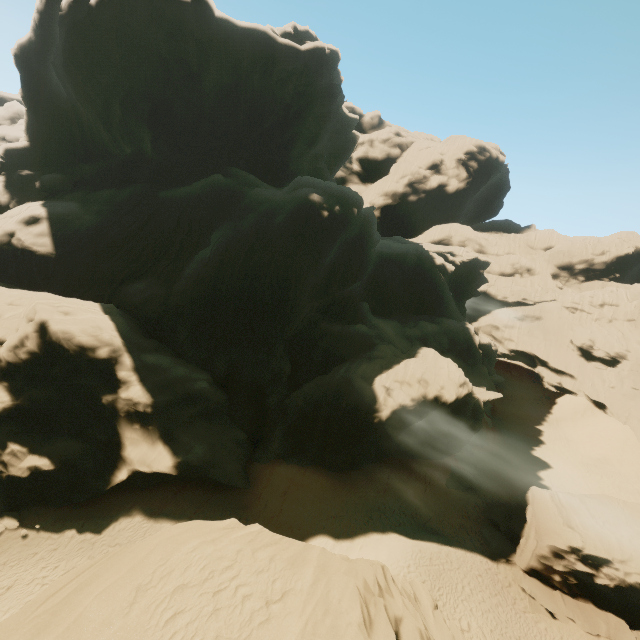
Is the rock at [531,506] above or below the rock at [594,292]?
below

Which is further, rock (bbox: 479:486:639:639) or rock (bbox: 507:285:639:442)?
rock (bbox: 507:285:639:442)

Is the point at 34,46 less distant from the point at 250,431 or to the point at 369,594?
the point at 250,431

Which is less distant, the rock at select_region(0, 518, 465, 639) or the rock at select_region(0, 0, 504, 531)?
the rock at select_region(0, 518, 465, 639)

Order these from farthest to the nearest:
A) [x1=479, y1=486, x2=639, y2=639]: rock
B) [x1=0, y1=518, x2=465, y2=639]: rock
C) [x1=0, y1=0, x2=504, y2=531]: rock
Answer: [x1=0, y1=0, x2=504, y2=531]: rock < [x1=479, y1=486, x2=639, y2=639]: rock < [x1=0, y1=518, x2=465, y2=639]: rock

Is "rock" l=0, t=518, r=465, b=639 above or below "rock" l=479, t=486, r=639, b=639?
above

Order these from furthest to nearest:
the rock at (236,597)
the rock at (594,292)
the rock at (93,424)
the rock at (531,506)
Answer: the rock at (594,292) → the rock at (93,424) → the rock at (531,506) → the rock at (236,597)
